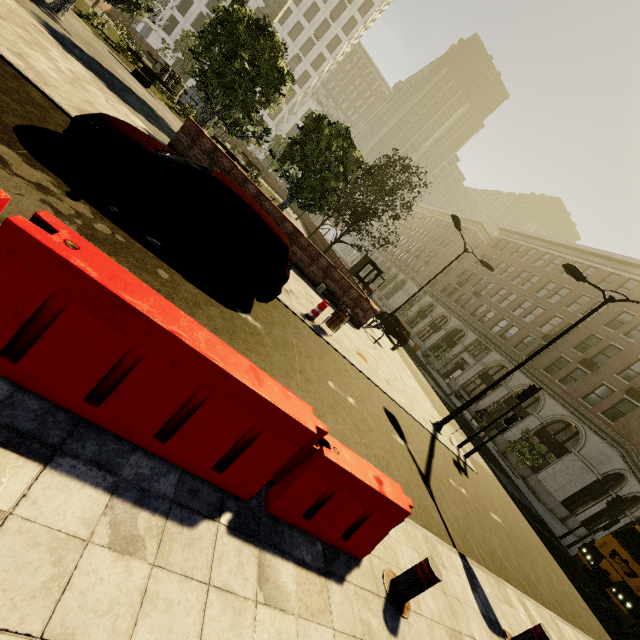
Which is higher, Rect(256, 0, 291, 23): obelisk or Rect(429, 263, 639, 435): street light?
Rect(256, 0, 291, 23): obelisk

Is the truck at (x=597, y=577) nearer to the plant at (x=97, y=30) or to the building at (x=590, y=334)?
the building at (x=590, y=334)

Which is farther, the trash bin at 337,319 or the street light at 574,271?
the street light at 574,271

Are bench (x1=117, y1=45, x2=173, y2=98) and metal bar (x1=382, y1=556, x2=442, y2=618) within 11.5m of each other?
no

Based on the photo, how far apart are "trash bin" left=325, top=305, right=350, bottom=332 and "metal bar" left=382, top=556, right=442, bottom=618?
6.3m

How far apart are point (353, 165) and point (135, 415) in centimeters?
1619cm

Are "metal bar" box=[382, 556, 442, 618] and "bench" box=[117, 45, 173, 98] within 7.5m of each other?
no

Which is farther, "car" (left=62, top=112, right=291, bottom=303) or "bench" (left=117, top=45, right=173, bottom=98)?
"bench" (left=117, top=45, right=173, bottom=98)
